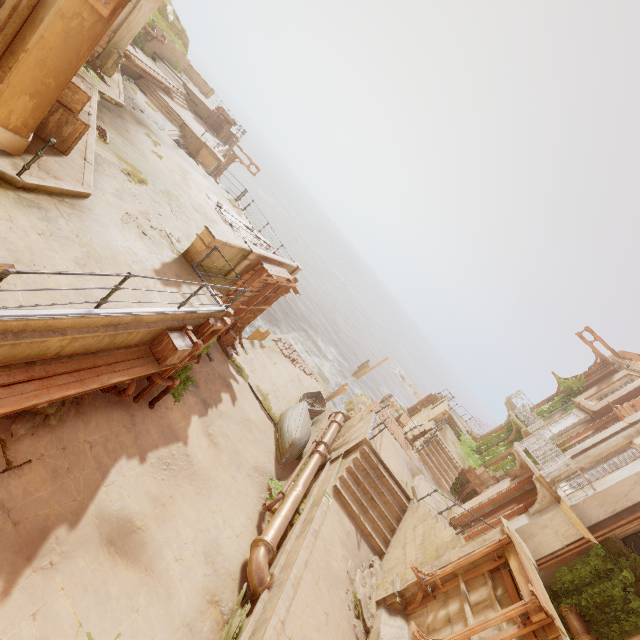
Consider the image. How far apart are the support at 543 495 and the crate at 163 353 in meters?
12.4

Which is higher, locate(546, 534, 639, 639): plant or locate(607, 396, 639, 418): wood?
locate(607, 396, 639, 418): wood

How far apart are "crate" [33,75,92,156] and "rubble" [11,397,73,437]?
5.4 meters

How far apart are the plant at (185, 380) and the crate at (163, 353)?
1.76m

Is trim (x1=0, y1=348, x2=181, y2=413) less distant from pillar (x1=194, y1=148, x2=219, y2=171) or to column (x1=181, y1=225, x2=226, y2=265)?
column (x1=181, y1=225, x2=226, y2=265)

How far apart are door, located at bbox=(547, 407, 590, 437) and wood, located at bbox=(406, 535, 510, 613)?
17.4m

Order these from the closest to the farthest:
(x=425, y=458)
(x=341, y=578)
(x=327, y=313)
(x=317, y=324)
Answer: (x=341, y=578) → (x=425, y=458) → (x=317, y=324) → (x=327, y=313)

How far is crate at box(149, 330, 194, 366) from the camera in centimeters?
733cm
